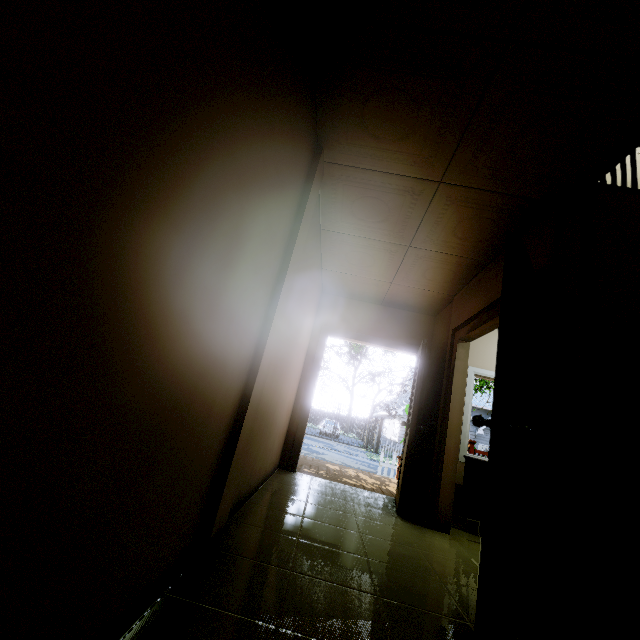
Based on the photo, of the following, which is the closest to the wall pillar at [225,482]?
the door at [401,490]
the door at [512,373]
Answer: the door at [512,373]

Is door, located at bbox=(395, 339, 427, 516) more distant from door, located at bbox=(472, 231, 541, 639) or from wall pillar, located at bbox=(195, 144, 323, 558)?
wall pillar, located at bbox=(195, 144, 323, 558)

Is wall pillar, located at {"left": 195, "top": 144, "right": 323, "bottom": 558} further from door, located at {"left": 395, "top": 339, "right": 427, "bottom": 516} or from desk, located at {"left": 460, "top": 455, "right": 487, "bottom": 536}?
desk, located at {"left": 460, "top": 455, "right": 487, "bottom": 536}

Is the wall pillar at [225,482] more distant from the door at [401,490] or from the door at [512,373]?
the door at [401,490]

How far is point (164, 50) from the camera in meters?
0.7

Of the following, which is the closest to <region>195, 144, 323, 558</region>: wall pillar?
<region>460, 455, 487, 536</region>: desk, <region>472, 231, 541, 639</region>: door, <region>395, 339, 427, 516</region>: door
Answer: <region>472, 231, 541, 639</region>: door

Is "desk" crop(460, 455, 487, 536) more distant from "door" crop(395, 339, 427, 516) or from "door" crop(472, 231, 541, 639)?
"door" crop(472, 231, 541, 639)
